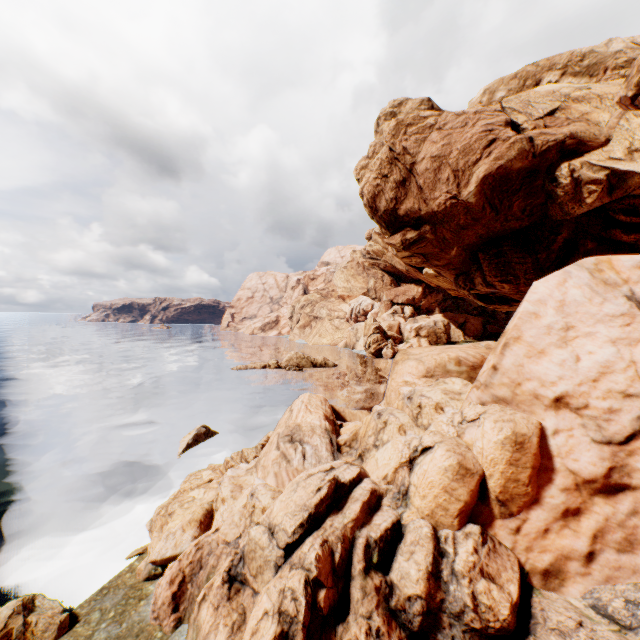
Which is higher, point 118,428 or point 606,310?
point 606,310

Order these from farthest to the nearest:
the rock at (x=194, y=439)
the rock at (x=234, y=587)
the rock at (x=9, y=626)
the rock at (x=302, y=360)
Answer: the rock at (x=302, y=360) → the rock at (x=194, y=439) → the rock at (x=9, y=626) → the rock at (x=234, y=587)

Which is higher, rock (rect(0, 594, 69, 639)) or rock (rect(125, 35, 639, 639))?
rock (rect(125, 35, 639, 639))

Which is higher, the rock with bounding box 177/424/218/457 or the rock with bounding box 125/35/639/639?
the rock with bounding box 125/35/639/639

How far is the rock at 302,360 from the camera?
49.9 meters

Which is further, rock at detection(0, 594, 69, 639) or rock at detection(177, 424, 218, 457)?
rock at detection(177, 424, 218, 457)

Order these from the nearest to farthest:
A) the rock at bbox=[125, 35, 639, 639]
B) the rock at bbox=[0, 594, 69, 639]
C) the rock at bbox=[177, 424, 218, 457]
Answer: the rock at bbox=[125, 35, 639, 639]
the rock at bbox=[0, 594, 69, 639]
the rock at bbox=[177, 424, 218, 457]
